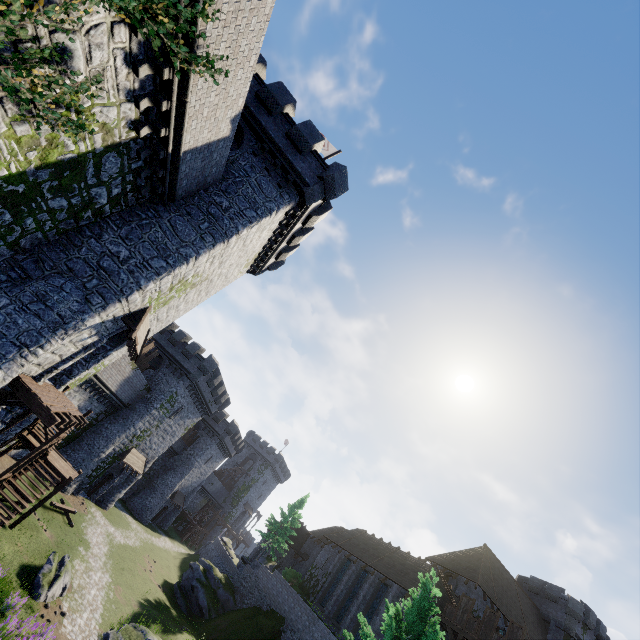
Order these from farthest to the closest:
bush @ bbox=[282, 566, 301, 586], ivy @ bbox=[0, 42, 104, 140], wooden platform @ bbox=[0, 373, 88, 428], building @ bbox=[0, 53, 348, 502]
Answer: bush @ bbox=[282, 566, 301, 586]
building @ bbox=[0, 53, 348, 502]
wooden platform @ bbox=[0, 373, 88, 428]
ivy @ bbox=[0, 42, 104, 140]

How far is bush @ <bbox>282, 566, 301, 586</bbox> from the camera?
37.9 meters

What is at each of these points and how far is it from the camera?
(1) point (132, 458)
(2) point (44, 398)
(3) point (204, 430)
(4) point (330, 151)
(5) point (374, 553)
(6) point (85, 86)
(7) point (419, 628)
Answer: (1) awning, 33.75m
(2) wooden platform, 11.41m
(3) building, 51.25m
(4) flag, 21.78m
(5) building, 33.09m
(6) ivy, 7.15m
(7) instancedfoliageactor, 11.37m

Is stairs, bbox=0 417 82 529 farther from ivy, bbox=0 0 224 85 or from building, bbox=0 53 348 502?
ivy, bbox=0 0 224 85

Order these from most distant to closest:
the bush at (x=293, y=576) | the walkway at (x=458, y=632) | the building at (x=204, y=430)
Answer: the bush at (x=293, y=576)
the walkway at (x=458, y=632)
the building at (x=204, y=430)

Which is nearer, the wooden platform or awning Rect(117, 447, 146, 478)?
the wooden platform

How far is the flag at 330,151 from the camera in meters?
21.4

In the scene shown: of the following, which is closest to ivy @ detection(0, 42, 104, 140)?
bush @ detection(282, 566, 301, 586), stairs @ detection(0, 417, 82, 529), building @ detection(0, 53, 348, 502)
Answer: building @ detection(0, 53, 348, 502)
